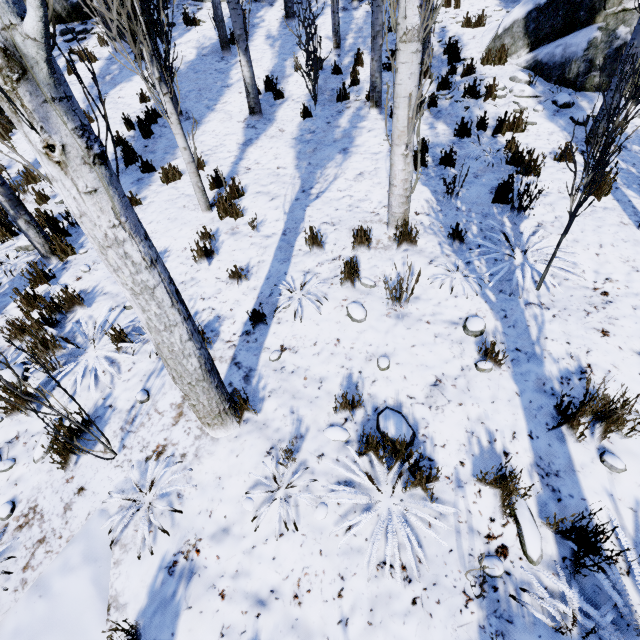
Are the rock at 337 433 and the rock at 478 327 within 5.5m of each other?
yes

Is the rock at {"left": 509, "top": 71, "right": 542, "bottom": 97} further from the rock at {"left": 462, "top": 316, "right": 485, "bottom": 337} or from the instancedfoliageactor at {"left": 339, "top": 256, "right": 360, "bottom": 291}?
the rock at {"left": 462, "top": 316, "right": 485, "bottom": 337}

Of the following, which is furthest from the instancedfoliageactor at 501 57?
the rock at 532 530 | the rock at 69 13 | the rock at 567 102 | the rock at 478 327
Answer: the rock at 69 13

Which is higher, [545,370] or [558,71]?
[558,71]

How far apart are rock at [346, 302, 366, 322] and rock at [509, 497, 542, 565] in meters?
2.1 m

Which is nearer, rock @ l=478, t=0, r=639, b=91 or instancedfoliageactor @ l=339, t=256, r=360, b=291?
instancedfoliageactor @ l=339, t=256, r=360, b=291

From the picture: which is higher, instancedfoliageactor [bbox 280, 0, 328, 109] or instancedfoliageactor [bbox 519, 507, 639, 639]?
instancedfoliageactor [bbox 280, 0, 328, 109]

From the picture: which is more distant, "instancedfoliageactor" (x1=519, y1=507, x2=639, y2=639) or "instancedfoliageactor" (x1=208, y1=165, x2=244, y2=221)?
"instancedfoliageactor" (x1=208, y1=165, x2=244, y2=221)
